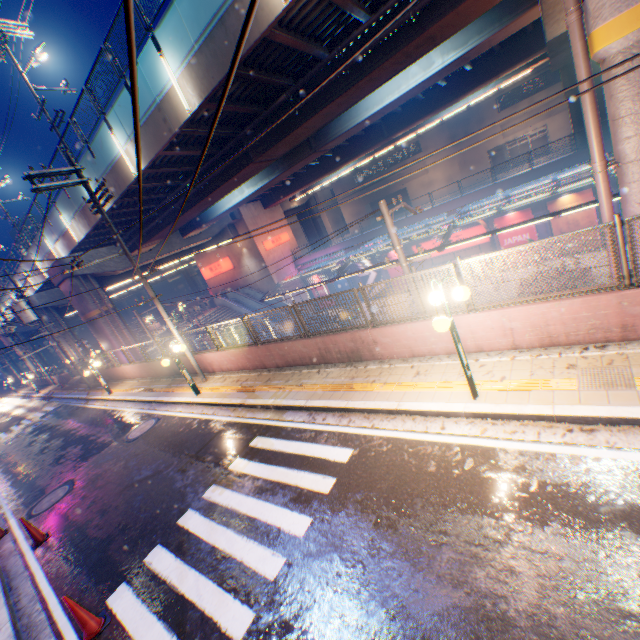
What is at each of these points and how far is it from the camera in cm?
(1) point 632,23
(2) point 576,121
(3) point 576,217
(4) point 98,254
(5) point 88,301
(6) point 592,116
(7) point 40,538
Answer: (1) overpass support, 508
(2) overpass support, 2772
(3) billboard, 2323
(4) overpass support, 2427
(5) overpass support, 2381
(6) pipe, 609
(7) road cone, 827

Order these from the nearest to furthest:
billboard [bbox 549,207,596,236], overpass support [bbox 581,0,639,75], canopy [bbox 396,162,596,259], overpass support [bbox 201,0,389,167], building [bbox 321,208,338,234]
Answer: overpass support [bbox 581,0,639,75] → overpass support [bbox 201,0,389,167] → canopy [bbox 396,162,596,259] → billboard [bbox 549,207,596,236] → building [bbox 321,208,338,234]

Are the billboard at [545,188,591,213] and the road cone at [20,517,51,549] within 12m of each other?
no

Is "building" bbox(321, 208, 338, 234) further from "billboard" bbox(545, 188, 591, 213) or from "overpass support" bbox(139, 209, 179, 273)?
"billboard" bbox(545, 188, 591, 213)

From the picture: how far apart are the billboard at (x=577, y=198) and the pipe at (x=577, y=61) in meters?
20.6 m

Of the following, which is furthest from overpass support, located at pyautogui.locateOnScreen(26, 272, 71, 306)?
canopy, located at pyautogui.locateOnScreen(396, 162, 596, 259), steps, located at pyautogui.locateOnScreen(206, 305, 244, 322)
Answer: steps, located at pyautogui.locateOnScreen(206, 305, 244, 322)

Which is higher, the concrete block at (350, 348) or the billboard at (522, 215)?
the concrete block at (350, 348)

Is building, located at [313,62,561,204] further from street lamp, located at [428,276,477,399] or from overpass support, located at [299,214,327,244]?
street lamp, located at [428,276,477,399]
